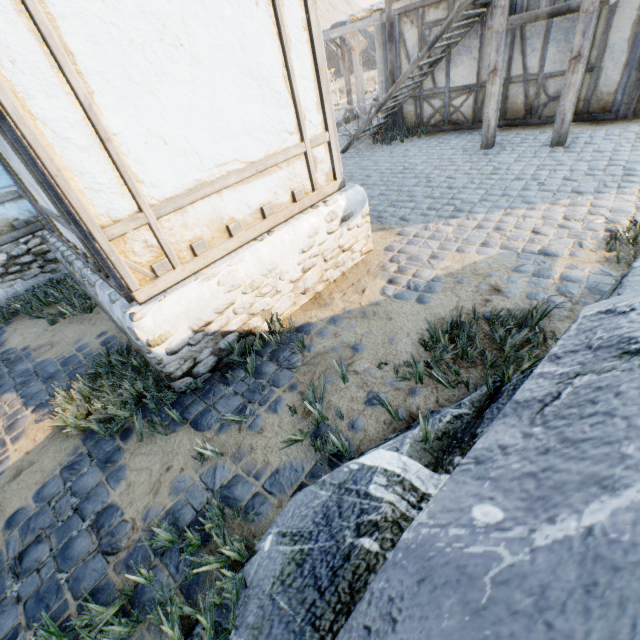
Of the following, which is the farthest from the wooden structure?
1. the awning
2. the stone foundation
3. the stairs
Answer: the stone foundation

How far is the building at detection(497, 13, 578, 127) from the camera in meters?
7.0

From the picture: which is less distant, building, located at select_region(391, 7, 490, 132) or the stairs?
the stairs

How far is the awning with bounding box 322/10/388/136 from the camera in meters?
9.1

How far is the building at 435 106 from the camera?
7.9 meters

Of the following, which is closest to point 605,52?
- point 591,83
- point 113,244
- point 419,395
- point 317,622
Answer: point 591,83

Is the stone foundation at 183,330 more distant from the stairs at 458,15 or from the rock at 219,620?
the stairs at 458,15

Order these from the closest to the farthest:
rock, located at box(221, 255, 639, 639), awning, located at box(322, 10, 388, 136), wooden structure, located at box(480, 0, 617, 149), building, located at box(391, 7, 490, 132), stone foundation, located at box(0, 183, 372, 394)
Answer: rock, located at box(221, 255, 639, 639) < stone foundation, located at box(0, 183, 372, 394) < wooden structure, located at box(480, 0, 617, 149) < building, located at box(391, 7, 490, 132) < awning, located at box(322, 10, 388, 136)
